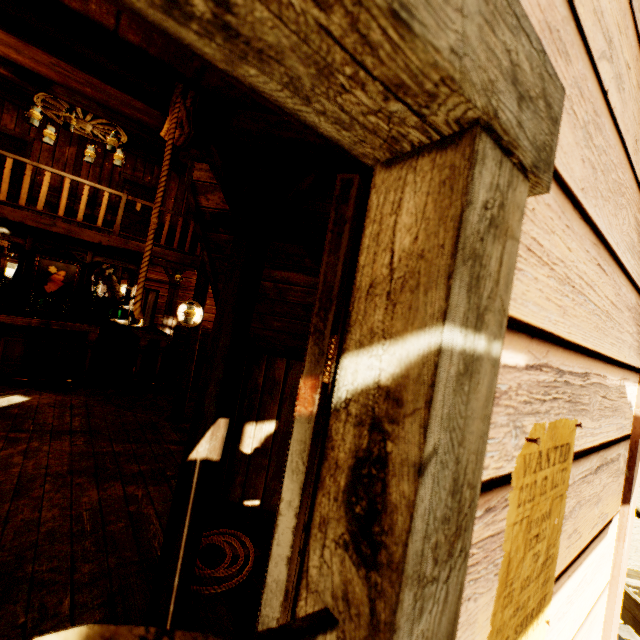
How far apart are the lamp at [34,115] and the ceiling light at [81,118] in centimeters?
12cm

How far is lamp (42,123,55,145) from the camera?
5.7 meters

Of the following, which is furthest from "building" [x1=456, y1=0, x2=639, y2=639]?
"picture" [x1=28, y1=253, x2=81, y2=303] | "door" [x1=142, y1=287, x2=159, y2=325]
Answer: "picture" [x1=28, y1=253, x2=81, y2=303]

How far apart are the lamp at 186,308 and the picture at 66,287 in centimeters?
421cm

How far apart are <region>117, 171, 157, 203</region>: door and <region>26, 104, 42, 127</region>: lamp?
4.1m

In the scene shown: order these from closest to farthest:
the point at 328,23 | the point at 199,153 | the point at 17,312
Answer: the point at 328,23, the point at 199,153, the point at 17,312

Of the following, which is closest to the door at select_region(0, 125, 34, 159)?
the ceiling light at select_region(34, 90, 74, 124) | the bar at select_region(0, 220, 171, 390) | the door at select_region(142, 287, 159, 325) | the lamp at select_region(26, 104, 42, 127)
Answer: the bar at select_region(0, 220, 171, 390)

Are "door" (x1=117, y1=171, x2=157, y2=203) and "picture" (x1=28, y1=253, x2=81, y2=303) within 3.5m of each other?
yes
